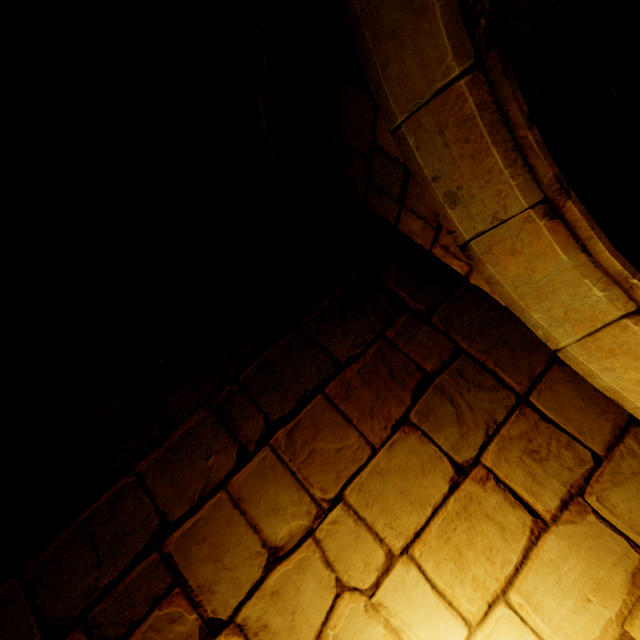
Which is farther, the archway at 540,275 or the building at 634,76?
the building at 634,76

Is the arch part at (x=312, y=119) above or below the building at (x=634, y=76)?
above

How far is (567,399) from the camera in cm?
163

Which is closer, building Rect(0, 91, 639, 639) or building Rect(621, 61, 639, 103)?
building Rect(0, 91, 639, 639)

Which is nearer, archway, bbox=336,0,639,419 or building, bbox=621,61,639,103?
archway, bbox=336,0,639,419

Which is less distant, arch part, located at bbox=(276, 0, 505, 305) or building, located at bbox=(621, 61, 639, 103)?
arch part, located at bbox=(276, 0, 505, 305)

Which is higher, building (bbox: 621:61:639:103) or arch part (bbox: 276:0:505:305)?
arch part (bbox: 276:0:505:305)
